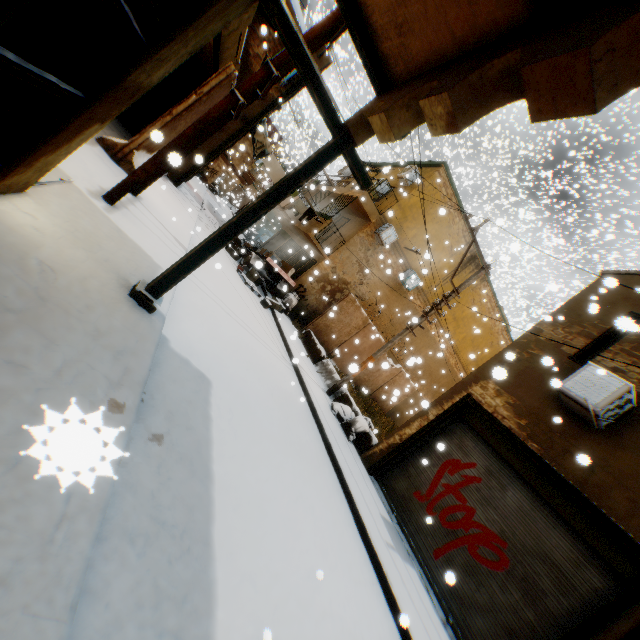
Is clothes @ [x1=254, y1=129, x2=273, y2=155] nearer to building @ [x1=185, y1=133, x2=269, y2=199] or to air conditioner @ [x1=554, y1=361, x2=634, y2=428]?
building @ [x1=185, y1=133, x2=269, y2=199]

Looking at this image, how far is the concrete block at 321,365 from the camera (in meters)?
11.96

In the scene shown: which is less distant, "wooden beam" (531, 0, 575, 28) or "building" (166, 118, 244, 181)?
"wooden beam" (531, 0, 575, 28)

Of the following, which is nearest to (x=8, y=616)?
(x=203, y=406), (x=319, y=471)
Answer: (x=203, y=406)

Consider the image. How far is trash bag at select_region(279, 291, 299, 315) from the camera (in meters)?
16.11

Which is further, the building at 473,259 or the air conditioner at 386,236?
the building at 473,259

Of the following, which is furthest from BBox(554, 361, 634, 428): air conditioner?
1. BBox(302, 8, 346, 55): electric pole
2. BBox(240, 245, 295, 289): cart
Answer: BBox(240, 245, 295, 289): cart

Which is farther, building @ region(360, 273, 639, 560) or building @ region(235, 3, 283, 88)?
building @ region(235, 3, 283, 88)
